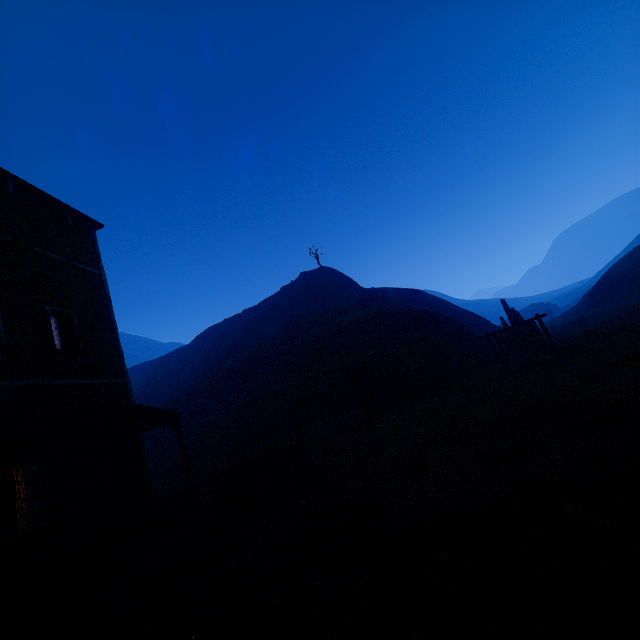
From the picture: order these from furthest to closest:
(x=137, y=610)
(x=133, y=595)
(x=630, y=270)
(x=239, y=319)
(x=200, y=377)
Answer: (x=239, y=319)
(x=630, y=270)
(x=200, y=377)
(x=133, y=595)
(x=137, y=610)

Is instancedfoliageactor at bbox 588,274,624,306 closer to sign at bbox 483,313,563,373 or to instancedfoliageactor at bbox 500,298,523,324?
instancedfoliageactor at bbox 500,298,523,324

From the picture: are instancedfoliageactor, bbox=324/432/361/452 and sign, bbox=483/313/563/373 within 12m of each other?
yes

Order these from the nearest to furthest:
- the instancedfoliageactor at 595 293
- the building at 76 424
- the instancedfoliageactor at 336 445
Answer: the building at 76 424
the instancedfoliageactor at 336 445
the instancedfoliageactor at 595 293

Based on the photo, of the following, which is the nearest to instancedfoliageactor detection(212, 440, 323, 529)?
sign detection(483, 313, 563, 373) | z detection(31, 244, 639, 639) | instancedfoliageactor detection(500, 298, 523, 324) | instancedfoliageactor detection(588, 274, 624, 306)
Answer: z detection(31, 244, 639, 639)

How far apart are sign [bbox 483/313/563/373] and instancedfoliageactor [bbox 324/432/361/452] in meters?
8.5

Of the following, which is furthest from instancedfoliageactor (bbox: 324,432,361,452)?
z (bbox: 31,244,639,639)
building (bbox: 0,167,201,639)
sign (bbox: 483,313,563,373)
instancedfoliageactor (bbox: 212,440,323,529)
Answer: sign (bbox: 483,313,563,373)

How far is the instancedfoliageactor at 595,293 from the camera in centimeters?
3647cm
